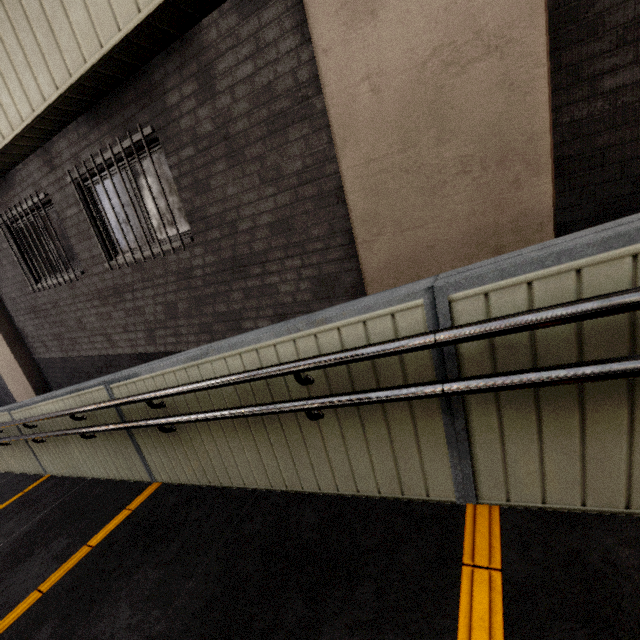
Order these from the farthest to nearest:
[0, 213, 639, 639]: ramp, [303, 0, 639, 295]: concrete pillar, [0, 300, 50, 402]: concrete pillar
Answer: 1. [0, 300, 50, 402]: concrete pillar
2. [303, 0, 639, 295]: concrete pillar
3. [0, 213, 639, 639]: ramp

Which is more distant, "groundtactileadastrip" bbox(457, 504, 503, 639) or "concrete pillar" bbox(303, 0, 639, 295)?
"concrete pillar" bbox(303, 0, 639, 295)

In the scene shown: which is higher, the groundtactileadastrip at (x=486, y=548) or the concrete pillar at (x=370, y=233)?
the concrete pillar at (x=370, y=233)

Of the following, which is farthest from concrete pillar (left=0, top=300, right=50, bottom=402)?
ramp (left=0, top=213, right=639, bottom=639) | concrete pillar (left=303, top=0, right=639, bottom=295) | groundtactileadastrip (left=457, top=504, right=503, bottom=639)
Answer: groundtactileadastrip (left=457, top=504, right=503, bottom=639)

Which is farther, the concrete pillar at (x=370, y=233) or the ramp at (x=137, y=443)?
the concrete pillar at (x=370, y=233)

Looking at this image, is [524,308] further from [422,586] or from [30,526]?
→ [30,526]

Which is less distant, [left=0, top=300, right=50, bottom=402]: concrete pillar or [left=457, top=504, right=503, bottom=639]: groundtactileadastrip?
[left=457, top=504, right=503, bottom=639]: groundtactileadastrip

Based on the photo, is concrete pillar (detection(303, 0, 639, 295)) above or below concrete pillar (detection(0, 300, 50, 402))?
above
